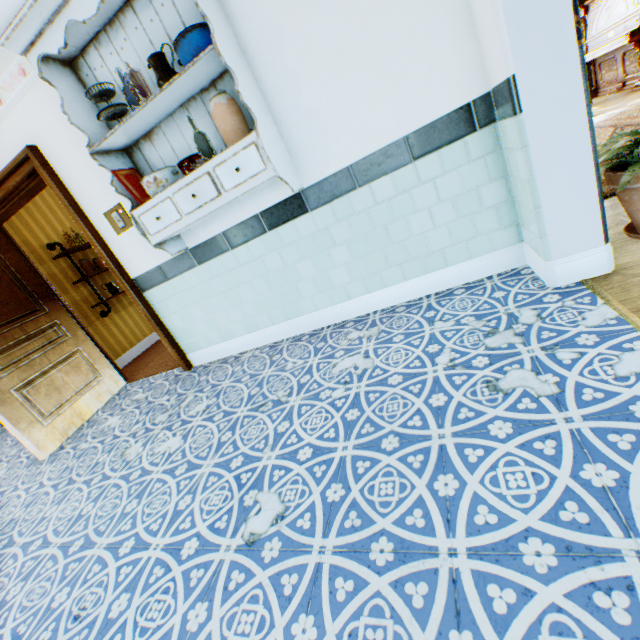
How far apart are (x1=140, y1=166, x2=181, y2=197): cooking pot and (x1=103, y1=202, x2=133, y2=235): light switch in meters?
0.6 m

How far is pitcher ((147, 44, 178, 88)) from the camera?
2.0m

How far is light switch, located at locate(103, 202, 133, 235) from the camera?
2.9m

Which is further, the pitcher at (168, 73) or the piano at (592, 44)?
the piano at (592, 44)

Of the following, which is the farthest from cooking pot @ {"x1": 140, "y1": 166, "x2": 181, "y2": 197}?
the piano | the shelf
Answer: the piano

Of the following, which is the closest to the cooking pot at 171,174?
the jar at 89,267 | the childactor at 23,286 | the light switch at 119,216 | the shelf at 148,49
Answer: the shelf at 148,49

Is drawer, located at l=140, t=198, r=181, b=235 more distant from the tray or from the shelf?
the tray

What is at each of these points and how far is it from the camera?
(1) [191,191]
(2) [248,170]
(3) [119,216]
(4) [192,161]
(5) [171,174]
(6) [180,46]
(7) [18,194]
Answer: (1) drawer, 2.2m
(2) drawer, 2.1m
(3) light switch, 2.9m
(4) cooking pot, 2.3m
(5) cooking pot, 2.3m
(6) cooking pot, 1.9m
(7) building, 3.1m
